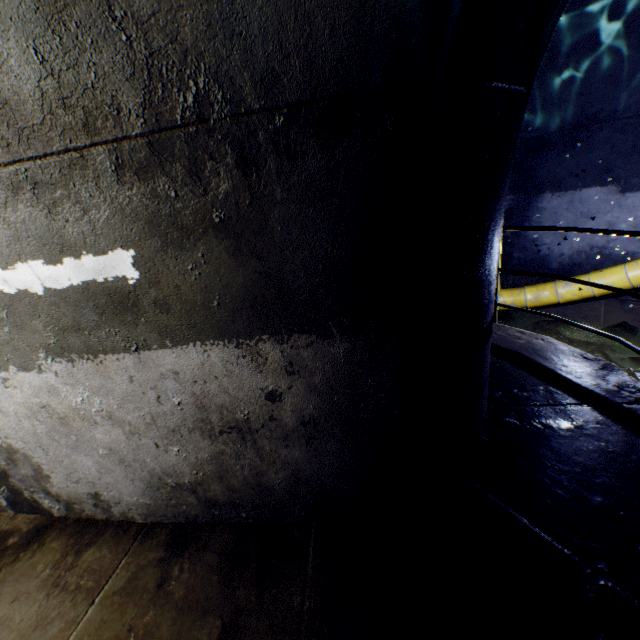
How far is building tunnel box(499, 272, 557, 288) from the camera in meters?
6.3

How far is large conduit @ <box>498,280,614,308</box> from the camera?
5.33m

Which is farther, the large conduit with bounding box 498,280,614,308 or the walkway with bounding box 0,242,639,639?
the large conduit with bounding box 498,280,614,308

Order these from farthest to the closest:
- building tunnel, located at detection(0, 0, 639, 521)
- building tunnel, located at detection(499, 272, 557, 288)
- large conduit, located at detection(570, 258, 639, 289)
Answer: building tunnel, located at detection(499, 272, 557, 288) < large conduit, located at detection(570, 258, 639, 289) < building tunnel, located at detection(0, 0, 639, 521)

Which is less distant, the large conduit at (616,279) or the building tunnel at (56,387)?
the building tunnel at (56,387)

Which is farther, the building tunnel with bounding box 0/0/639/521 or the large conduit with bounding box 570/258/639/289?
the large conduit with bounding box 570/258/639/289

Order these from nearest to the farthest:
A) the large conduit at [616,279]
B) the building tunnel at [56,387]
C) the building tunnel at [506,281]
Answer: the building tunnel at [56,387] → the large conduit at [616,279] → the building tunnel at [506,281]

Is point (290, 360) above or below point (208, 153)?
below
